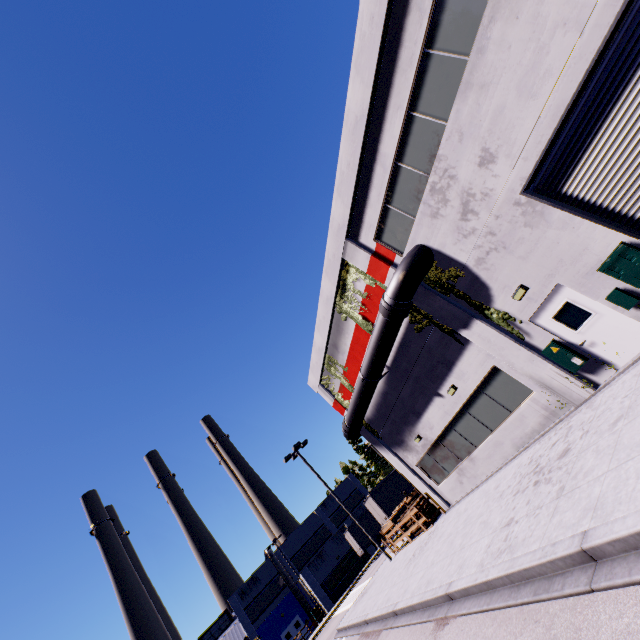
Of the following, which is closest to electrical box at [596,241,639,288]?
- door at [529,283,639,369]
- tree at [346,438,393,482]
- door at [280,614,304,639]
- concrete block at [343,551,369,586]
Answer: door at [529,283,639,369]

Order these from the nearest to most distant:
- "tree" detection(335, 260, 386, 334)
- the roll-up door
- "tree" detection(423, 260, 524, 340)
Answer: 1. the roll-up door
2. "tree" detection(423, 260, 524, 340)
3. "tree" detection(335, 260, 386, 334)

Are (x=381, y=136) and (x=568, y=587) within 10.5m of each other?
no

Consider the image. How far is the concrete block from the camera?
39.00m

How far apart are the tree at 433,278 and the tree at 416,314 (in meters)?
0.93

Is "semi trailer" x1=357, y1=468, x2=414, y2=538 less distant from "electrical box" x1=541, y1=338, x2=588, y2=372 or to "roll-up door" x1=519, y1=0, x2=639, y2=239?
"roll-up door" x1=519, y1=0, x2=639, y2=239

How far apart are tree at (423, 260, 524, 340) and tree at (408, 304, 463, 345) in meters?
0.9

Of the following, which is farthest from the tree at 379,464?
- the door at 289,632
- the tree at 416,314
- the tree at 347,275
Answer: the tree at 416,314
